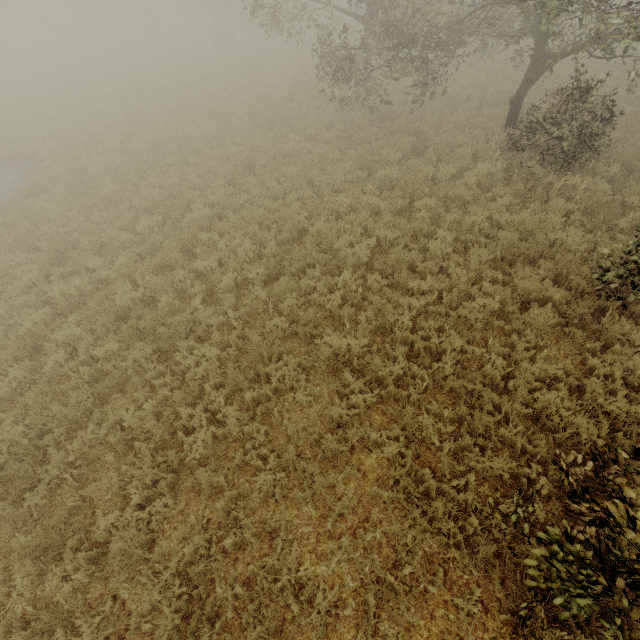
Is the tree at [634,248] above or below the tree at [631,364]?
above

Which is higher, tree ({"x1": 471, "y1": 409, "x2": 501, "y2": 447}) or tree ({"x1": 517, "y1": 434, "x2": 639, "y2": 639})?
tree ({"x1": 517, "y1": 434, "x2": 639, "y2": 639})

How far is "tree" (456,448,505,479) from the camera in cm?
413

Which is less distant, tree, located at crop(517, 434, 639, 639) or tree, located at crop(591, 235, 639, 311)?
tree, located at crop(517, 434, 639, 639)

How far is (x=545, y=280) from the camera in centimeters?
674cm

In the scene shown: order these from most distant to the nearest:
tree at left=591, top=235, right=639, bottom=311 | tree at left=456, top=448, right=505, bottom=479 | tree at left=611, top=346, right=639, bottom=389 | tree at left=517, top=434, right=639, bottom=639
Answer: tree at left=591, top=235, right=639, bottom=311 → tree at left=611, top=346, right=639, bottom=389 → tree at left=456, top=448, right=505, bottom=479 → tree at left=517, top=434, right=639, bottom=639

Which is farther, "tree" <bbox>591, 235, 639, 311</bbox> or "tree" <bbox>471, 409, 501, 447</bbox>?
"tree" <bbox>591, 235, 639, 311</bbox>
